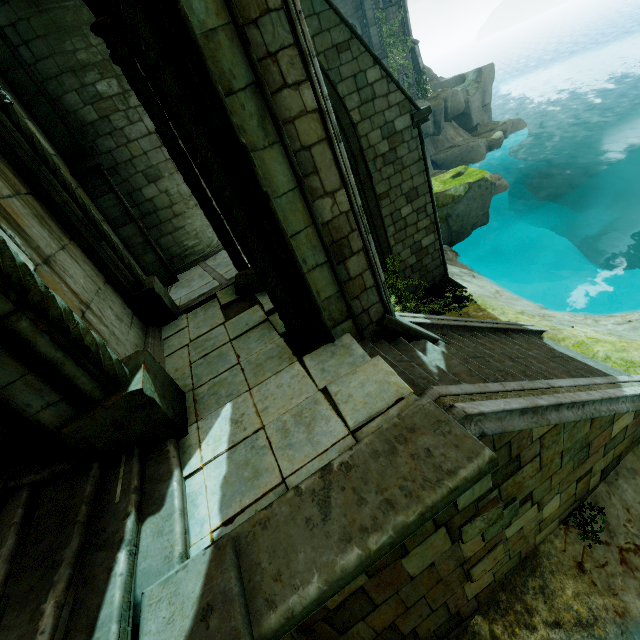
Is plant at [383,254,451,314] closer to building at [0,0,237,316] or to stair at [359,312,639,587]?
building at [0,0,237,316]

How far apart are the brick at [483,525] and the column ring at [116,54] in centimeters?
895cm

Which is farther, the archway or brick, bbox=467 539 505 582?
the archway

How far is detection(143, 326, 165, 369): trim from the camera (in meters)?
6.18

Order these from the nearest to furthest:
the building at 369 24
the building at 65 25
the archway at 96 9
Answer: the archway at 96 9
the building at 65 25
the building at 369 24

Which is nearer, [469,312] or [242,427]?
[242,427]

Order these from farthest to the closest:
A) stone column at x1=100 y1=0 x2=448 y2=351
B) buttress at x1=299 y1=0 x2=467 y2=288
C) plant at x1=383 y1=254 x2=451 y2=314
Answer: plant at x1=383 y1=254 x2=451 y2=314 < buttress at x1=299 y1=0 x2=467 y2=288 < stone column at x1=100 y1=0 x2=448 y2=351

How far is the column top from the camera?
5.4 meters
